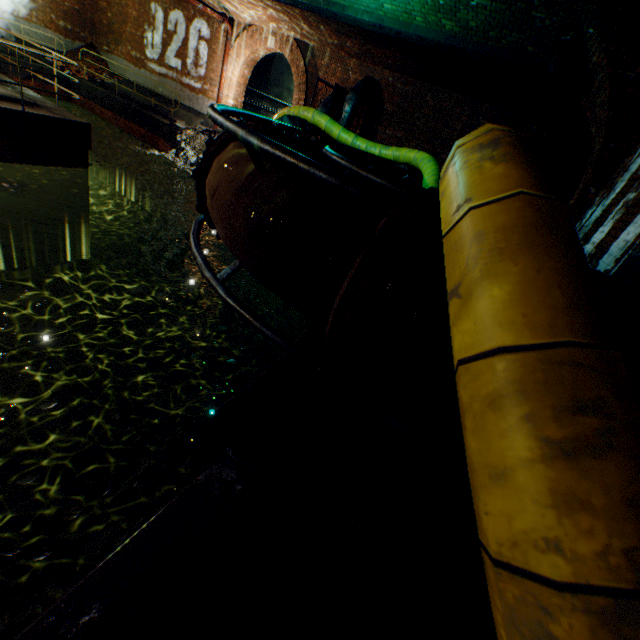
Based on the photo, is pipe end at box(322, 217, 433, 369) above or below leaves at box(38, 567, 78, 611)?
above

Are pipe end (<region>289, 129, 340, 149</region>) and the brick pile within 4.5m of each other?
no

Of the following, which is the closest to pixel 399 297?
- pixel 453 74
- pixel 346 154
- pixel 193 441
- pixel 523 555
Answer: pixel 523 555

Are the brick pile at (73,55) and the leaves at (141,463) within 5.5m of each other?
no

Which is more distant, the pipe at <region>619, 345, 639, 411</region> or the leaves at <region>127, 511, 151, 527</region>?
the leaves at <region>127, 511, 151, 527</region>

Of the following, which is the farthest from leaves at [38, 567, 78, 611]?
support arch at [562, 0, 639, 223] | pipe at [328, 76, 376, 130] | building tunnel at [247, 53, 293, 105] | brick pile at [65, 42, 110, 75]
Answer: brick pile at [65, 42, 110, 75]

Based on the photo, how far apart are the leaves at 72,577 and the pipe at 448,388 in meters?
2.3 m

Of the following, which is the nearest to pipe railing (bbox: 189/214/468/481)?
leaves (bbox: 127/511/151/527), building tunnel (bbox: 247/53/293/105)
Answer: leaves (bbox: 127/511/151/527)
